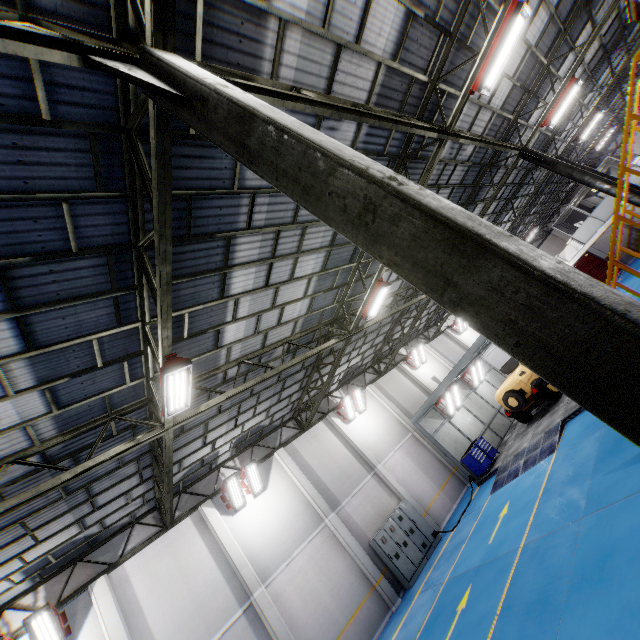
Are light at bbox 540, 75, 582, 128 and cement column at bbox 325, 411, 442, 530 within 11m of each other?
no

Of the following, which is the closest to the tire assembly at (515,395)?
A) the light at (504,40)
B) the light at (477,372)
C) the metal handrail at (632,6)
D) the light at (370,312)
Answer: the light at (477,372)

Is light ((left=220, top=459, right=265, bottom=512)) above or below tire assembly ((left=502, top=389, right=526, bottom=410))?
above

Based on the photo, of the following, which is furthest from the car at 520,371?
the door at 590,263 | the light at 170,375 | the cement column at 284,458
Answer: the door at 590,263

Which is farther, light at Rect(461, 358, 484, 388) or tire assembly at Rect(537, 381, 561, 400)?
light at Rect(461, 358, 484, 388)

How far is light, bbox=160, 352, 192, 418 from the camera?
6.4m

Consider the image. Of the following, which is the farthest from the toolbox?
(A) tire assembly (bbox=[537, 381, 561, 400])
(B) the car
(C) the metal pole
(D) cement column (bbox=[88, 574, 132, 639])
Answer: (C) the metal pole

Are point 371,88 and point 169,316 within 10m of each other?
yes
